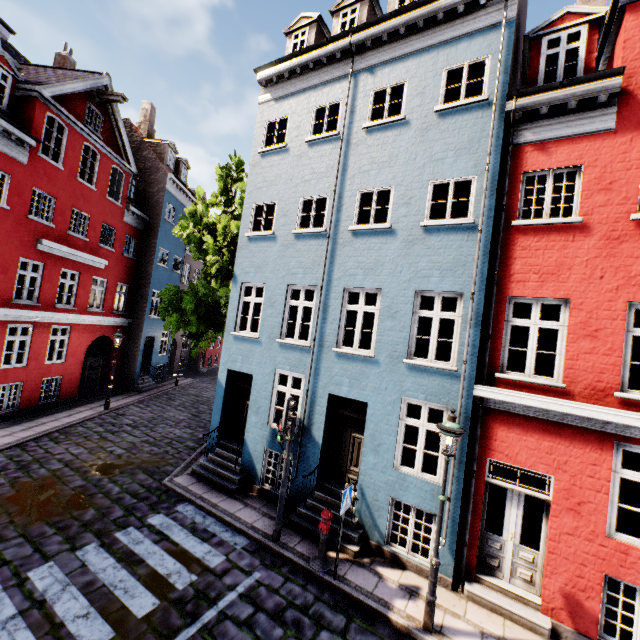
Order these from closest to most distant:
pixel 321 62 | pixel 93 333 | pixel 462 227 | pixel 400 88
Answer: pixel 462 227
pixel 321 62
pixel 400 88
pixel 93 333

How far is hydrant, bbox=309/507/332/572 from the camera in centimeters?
698cm

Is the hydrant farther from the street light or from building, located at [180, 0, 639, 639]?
the street light

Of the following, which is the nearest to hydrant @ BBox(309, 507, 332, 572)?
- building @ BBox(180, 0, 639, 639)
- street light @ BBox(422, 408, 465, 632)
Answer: building @ BBox(180, 0, 639, 639)

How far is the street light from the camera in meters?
5.8 m

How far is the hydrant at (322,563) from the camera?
7.0 meters

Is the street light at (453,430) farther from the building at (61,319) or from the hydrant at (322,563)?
the hydrant at (322,563)

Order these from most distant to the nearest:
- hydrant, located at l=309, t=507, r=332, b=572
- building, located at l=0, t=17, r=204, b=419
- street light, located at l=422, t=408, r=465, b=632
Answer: building, located at l=0, t=17, r=204, b=419 → hydrant, located at l=309, t=507, r=332, b=572 → street light, located at l=422, t=408, r=465, b=632
